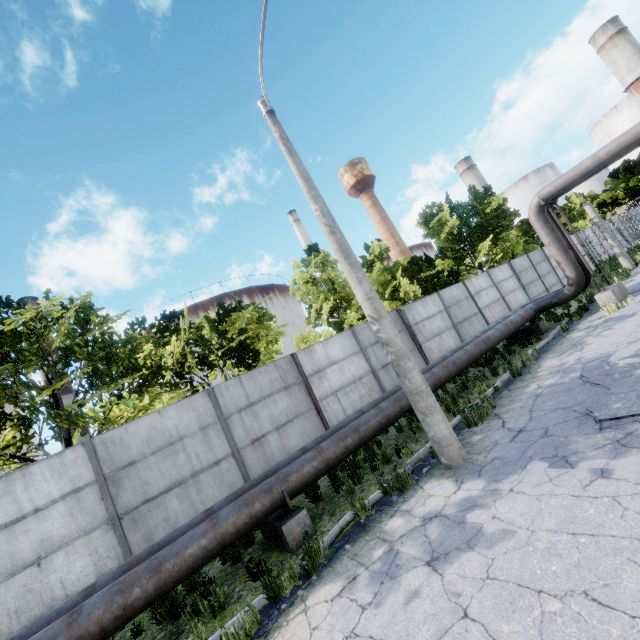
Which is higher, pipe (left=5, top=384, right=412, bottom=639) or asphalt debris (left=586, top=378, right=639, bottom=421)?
pipe (left=5, top=384, right=412, bottom=639)

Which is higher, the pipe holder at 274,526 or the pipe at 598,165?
the pipe at 598,165

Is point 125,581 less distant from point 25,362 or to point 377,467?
point 377,467

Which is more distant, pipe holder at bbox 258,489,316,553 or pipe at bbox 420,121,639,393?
pipe at bbox 420,121,639,393

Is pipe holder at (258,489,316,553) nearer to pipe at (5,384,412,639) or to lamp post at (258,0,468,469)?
pipe at (5,384,412,639)

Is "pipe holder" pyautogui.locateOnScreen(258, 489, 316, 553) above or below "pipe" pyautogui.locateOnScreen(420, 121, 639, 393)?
below

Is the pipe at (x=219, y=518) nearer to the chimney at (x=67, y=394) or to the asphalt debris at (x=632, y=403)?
the asphalt debris at (x=632, y=403)

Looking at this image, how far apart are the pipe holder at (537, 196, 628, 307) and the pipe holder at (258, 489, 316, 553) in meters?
13.5 m
